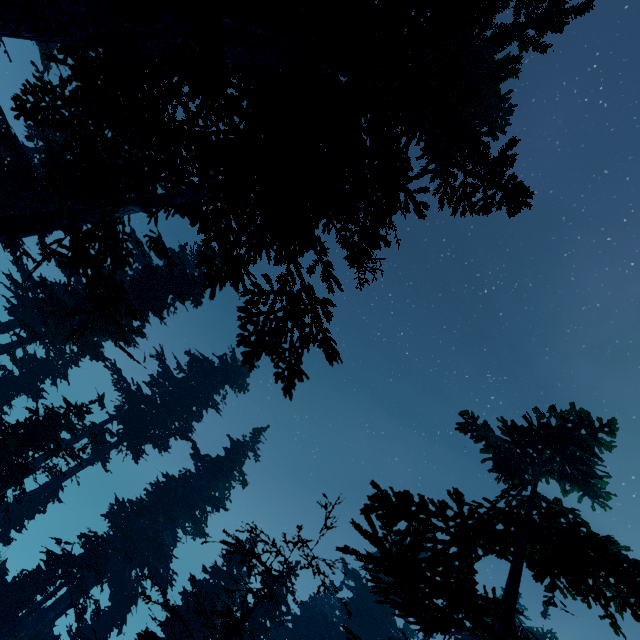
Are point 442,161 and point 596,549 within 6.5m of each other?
no
